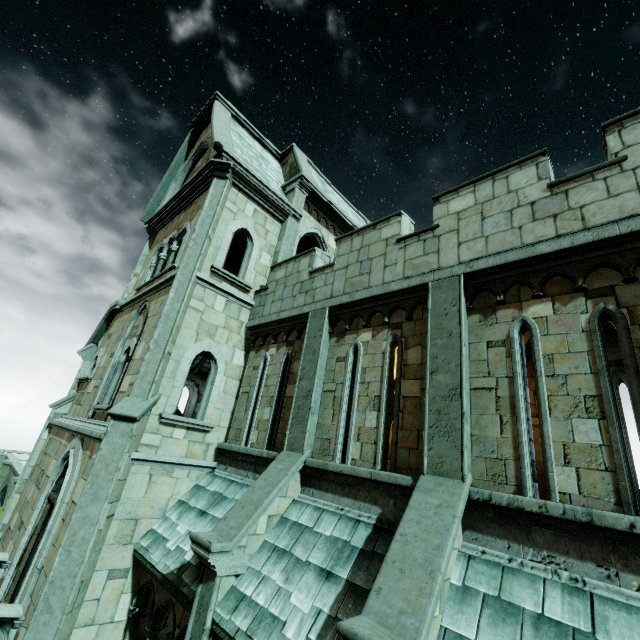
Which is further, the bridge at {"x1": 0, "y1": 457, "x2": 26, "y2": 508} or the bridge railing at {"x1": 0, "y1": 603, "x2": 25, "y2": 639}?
the bridge at {"x1": 0, "y1": 457, "x2": 26, "y2": 508}

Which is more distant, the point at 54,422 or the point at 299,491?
the point at 54,422

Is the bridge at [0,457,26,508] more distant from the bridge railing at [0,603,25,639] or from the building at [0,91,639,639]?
the bridge railing at [0,603,25,639]

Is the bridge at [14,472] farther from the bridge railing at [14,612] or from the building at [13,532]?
the bridge railing at [14,612]

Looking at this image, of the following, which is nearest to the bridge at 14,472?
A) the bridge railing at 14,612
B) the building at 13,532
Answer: the building at 13,532

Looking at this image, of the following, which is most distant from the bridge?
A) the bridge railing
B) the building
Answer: the bridge railing
